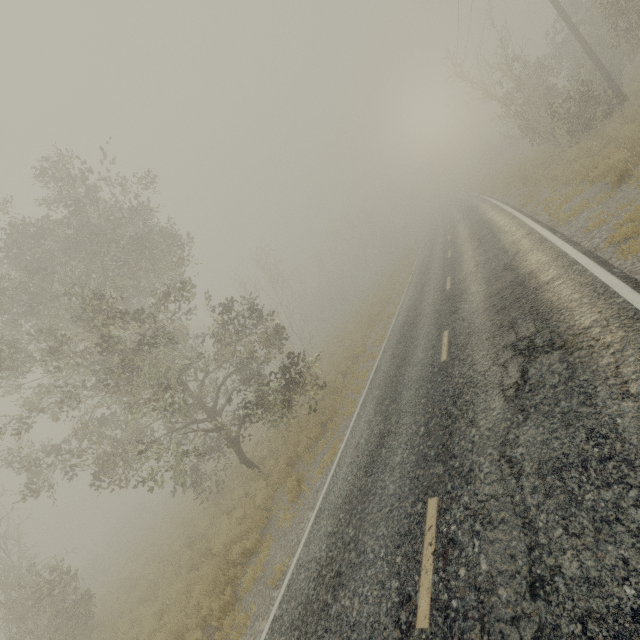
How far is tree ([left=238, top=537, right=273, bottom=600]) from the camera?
7.4m

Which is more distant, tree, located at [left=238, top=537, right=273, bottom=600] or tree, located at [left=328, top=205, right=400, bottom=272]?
tree, located at [left=328, top=205, right=400, bottom=272]

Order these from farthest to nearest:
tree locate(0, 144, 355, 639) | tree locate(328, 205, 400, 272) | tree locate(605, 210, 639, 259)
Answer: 1. tree locate(328, 205, 400, 272)
2. tree locate(0, 144, 355, 639)
3. tree locate(605, 210, 639, 259)

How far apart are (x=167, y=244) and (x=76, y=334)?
5.27m

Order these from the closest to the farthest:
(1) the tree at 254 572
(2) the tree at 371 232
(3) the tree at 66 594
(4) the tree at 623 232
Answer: (4) the tree at 623 232
(1) the tree at 254 572
(3) the tree at 66 594
(2) the tree at 371 232

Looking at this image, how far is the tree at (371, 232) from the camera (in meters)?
49.64

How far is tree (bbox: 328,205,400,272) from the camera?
49.64m
